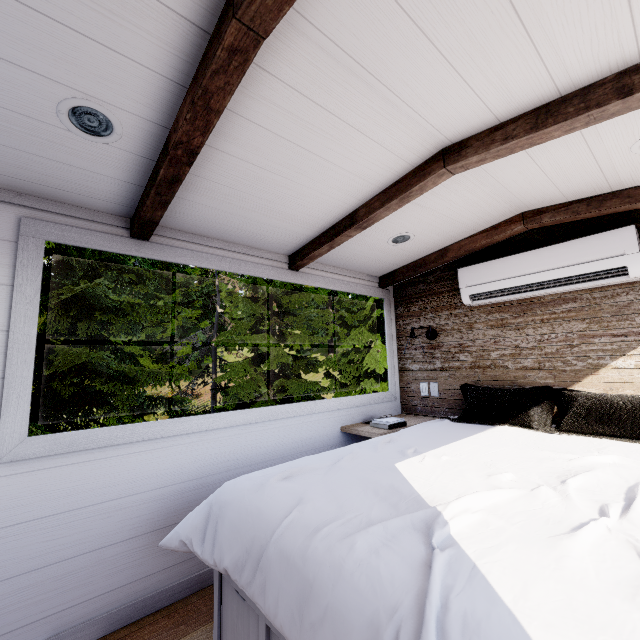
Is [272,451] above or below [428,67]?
below

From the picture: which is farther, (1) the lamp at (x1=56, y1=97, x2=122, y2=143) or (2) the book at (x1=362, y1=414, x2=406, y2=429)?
(2) the book at (x1=362, y1=414, x2=406, y2=429)

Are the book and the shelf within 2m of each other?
yes

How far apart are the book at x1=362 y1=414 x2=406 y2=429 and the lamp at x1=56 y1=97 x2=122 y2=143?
2.5m

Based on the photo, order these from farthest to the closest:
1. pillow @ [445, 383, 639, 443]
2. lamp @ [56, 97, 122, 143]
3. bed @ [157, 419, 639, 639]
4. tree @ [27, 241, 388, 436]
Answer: tree @ [27, 241, 388, 436], pillow @ [445, 383, 639, 443], lamp @ [56, 97, 122, 143], bed @ [157, 419, 639, 639]

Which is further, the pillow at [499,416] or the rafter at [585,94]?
the pillow at [499,416]

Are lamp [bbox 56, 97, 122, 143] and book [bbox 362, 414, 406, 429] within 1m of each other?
no

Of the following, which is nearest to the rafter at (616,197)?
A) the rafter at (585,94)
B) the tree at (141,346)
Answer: the rafter at (585,94)
